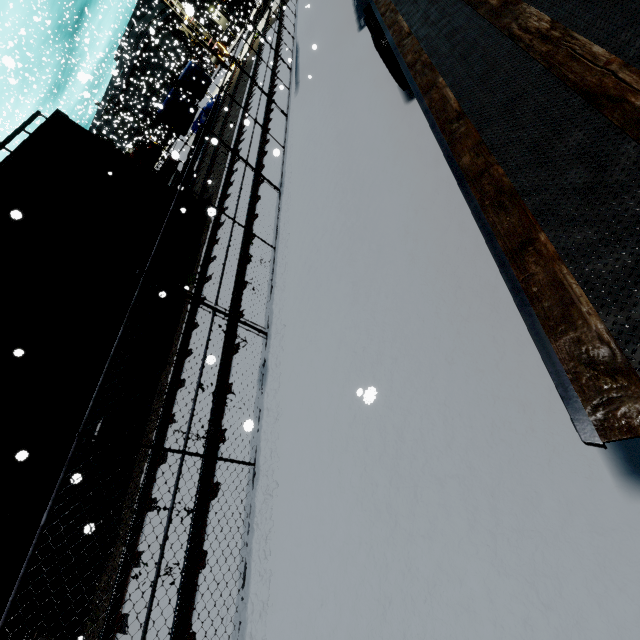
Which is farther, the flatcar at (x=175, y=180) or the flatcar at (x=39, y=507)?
the flatcar at (x=175, y=180)

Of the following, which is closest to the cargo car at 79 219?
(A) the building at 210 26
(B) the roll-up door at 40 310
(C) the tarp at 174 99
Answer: (A) the building at 210 26

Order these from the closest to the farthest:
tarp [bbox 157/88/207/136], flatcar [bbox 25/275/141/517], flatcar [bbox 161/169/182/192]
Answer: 1. flatcar [bbox 25/275/141/517]
2. flatcar [bbox 161/169/182/192]
3. tarp [bbox 157/88/207/136]

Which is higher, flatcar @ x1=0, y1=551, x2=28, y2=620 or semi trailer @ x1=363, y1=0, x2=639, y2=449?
flatcar @ x1=0, y1=551, x2=28, y2=620

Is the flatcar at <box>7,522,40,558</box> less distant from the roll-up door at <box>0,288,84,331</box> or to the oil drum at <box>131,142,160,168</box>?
the roll-up door at <box>0,288,84,331</box>

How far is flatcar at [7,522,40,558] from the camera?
5.4m

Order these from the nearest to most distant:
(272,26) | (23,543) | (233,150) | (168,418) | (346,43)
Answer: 1. (168,418)
2. (23,543)
3. (233,150)
4. (346,43)
5. (272,26)
